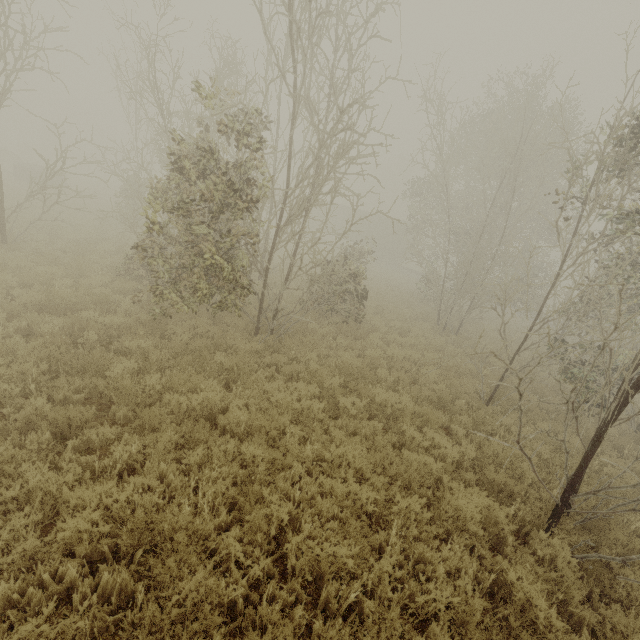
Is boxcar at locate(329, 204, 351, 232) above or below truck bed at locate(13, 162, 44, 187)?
above

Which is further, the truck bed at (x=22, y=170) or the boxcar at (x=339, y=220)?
the boxcar at (x=339, y=220)

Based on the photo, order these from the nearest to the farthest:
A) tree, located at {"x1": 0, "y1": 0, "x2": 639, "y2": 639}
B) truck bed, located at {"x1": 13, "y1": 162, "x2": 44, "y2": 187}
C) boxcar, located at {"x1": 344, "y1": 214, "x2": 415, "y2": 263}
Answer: tree, located at {"x1": 0, "y1": 0, "x2": 639, "y2": 639} → truck bed, located at {"x1": 13, "y1": 162, "x2": 44, "y2": 187} → boxcar, located at {"x1": 344, "y1": 214, "x2": 415, "y2": 263}

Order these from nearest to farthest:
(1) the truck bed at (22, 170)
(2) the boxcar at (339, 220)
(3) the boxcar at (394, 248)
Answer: (1) the truck bed at (22, 170), (3) the boxcar at (394, 248), (2) the boxcar at (339, 220)

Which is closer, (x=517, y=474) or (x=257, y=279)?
(x=517, y=474)

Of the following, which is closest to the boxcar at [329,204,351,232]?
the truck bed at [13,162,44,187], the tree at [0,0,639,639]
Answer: the truck bed at [13,162,44,187]

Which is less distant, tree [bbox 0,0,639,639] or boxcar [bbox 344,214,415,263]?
tree [bbox 0,0,639,639]
